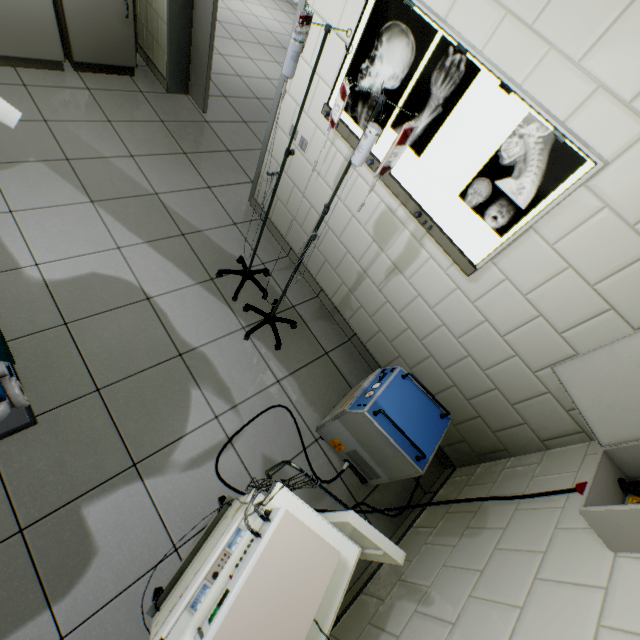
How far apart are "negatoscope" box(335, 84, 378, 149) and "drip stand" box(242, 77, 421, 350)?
Answer: 0.4 meters

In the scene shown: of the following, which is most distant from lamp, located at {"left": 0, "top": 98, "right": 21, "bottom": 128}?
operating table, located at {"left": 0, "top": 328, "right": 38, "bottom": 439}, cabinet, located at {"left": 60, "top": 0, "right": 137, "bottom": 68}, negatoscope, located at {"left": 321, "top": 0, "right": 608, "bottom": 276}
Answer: cabinet, located at {"left": 60, "top": 0, "right": 137, "bottom": 68}

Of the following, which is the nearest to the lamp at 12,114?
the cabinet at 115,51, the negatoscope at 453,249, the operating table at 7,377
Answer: the operating table at 7,377

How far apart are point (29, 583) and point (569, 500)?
2.44m

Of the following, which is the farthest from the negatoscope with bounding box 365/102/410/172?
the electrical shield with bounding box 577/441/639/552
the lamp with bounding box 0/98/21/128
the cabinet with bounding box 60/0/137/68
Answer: the cabinet with bounding box 60/0/137/68

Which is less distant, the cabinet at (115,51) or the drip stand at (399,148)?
the drip stand at (399,148)

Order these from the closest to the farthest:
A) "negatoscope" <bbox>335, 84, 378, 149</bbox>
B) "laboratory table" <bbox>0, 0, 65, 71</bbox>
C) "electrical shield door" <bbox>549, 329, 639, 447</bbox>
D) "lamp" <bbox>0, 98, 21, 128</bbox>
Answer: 1. "lamp" <bbox>0, 98, 21, 128</bbox>
2. "electrical shield door" <bbox>549, 329, 639, 447</bbox>
3. "negatoscope" <bbox>335, 84, 378, 149</bbox>
4. "laboratory table" <bbox>0, 0, 65, 71</bbox>

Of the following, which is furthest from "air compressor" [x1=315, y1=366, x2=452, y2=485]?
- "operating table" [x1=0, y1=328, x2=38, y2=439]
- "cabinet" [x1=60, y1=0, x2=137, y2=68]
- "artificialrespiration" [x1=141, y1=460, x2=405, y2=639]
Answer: "cabinet" [x1=60, y1=0, x2=137, y2=68]
